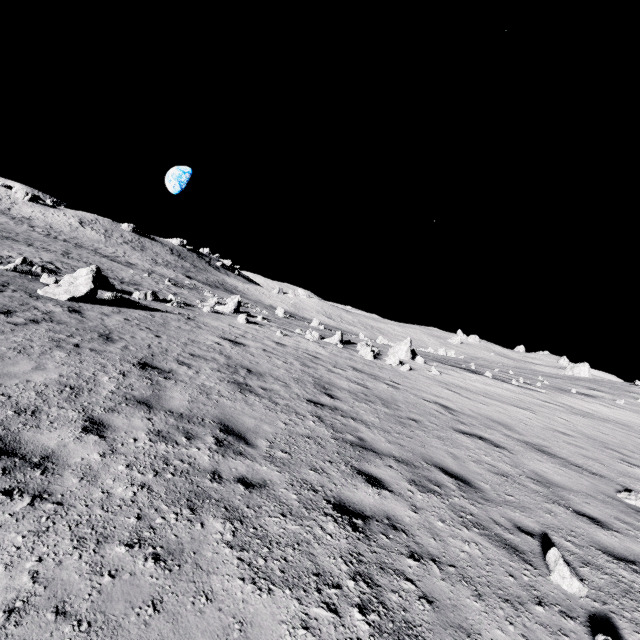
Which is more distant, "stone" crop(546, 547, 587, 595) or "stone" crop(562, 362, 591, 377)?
"stone" crop(562, 362, 591, 377)

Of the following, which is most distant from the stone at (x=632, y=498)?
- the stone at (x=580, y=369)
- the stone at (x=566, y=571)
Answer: the stone at (x=580, y=369)

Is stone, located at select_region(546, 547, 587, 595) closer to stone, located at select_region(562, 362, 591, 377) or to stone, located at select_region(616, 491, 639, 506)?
stone, located at select_region(616, 491, 639, 506)

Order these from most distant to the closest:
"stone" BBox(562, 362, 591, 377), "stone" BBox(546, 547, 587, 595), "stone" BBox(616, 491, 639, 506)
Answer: "stone" BBox(562, 362, 591, 377) → "stone" BBox(616, 491, 639, 506) → "stone" BBox(546, 547, 587, 595)

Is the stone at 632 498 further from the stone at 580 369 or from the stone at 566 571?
the stone at 580 369

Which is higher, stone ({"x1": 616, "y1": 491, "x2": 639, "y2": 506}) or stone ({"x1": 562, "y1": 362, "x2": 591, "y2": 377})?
stone ({"x1": 562, "y1": 362, "x2": 591, "y2": 377})

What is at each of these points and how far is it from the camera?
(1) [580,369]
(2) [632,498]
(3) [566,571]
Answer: (1) stone, 43.2m
(2) stone, 6.8m
(3) stone, 3.7m
